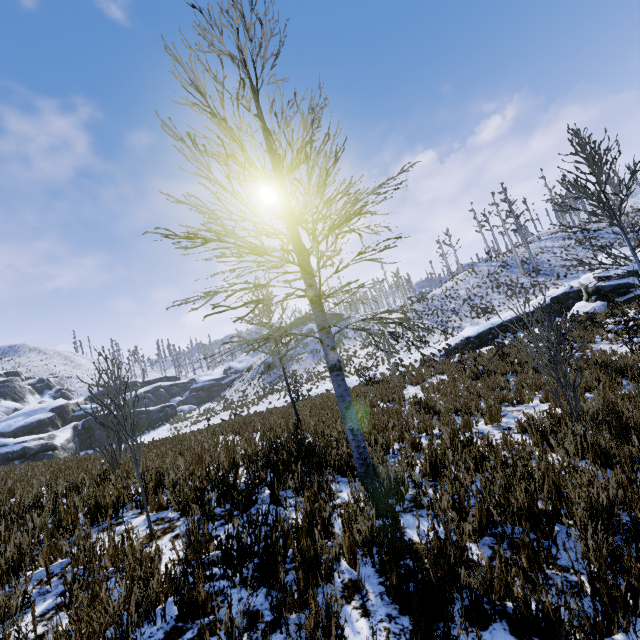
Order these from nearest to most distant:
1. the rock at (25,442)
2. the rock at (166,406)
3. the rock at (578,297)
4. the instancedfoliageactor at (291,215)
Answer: the instancedfoliageactor at (291,215), the rock at (578,297), the rock at (25,442), the rock at (166,406)

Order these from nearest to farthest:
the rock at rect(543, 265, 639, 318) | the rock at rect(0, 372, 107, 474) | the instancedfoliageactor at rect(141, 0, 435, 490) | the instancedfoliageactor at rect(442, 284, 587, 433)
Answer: the instancedfoliageactor at rect(141, 0, 435, 490)
the instancedfoliageactor at rect(442, 284, 587, 433)
the rock at rect(543, 265, 639, 318)
the rock at rect(0, 372, 107, 474)

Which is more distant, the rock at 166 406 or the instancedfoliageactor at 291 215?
the rock at 166 406

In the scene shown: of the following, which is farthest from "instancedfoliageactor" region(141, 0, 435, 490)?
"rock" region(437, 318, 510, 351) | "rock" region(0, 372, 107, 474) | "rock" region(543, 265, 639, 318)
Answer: "rock" region(437, 318, 510, 351)

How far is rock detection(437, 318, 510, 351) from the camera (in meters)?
23.33

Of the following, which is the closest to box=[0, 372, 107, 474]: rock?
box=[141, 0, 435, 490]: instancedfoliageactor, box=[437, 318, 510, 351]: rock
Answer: box=[141, 0, 435, 490]: instancedfoliageactor

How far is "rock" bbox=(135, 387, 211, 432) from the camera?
45.78m

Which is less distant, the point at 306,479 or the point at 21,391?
the point at 306,479
